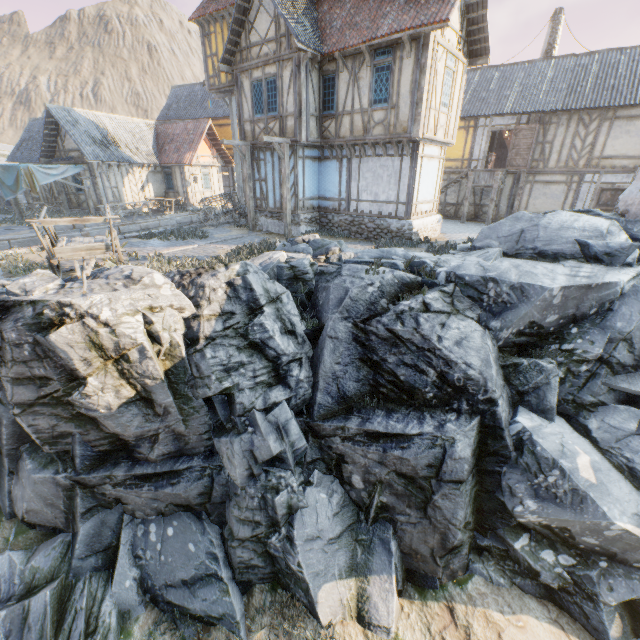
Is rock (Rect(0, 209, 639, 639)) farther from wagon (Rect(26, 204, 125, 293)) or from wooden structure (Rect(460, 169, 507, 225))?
wooden structure (Rect(460, 169, 507, 225))

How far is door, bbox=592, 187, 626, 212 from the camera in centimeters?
1683cm

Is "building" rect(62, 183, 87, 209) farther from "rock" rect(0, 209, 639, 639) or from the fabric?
"rock" rect(0, 209, 639, 639)

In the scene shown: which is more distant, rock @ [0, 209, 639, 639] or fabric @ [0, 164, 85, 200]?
fabric @ [0, 164, 85, 200]

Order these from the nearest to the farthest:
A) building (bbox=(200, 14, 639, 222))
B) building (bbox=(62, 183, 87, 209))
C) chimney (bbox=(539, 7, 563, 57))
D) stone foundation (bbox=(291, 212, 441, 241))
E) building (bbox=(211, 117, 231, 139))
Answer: building (bbox=(200, 14, 639, 222)) → stone foundation (bbox=(291, 212, 441, 241)) → chimney (bbox=(539, 7, 563, 57)) → building (bbox=(62, 183, 87, 209)) → building (bbox=(211, 117, 231, 139))

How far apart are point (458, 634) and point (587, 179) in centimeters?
2103cm

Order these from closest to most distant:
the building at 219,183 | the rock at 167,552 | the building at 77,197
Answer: the rock at 167,552 < the building at 219,183 < the building at 77,197

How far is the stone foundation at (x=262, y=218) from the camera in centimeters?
1595cm
